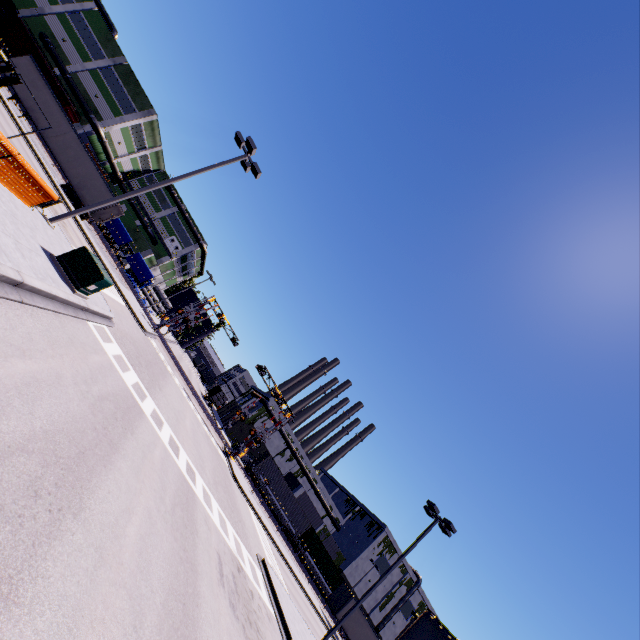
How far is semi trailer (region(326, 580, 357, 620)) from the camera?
35.4m

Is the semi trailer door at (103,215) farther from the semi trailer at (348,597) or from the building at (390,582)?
the building at (390,582)

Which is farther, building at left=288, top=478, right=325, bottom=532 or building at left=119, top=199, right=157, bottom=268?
building at left=288, top=478, right=325, bottom=532

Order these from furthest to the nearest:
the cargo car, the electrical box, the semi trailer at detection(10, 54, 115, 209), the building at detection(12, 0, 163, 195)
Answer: the building at detection(12, 0, 163, 195) < the cargo car < the semi trailer at detection(10, 54, 115, 209) < the electrical box

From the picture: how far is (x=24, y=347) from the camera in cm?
632

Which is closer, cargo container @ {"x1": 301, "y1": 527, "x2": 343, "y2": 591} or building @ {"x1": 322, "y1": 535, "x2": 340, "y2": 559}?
cargo container @ {"x1": 301, "y1": 527, "x2": 343, "y2": 591}

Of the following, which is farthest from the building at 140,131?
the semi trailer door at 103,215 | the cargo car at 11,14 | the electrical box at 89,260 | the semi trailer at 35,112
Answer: the electrical box at 89,260

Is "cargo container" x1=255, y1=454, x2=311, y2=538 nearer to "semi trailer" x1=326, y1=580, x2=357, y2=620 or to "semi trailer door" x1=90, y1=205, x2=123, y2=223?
"semi trailer" x1=326, y1=580, x2=357, y2=620
